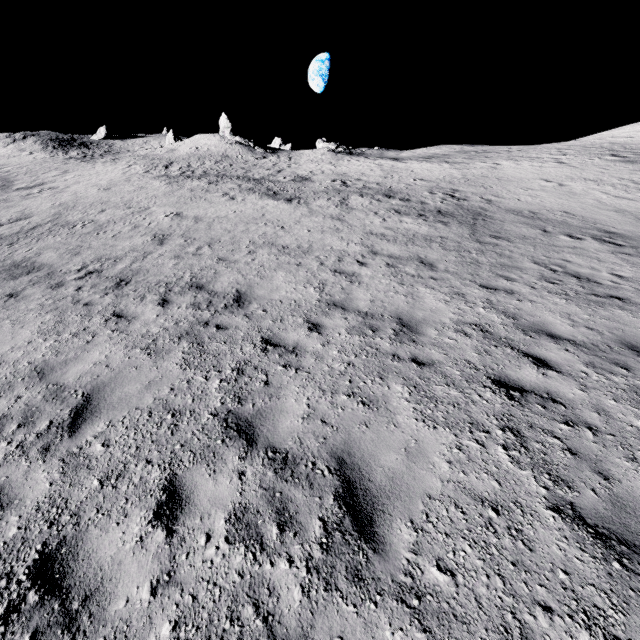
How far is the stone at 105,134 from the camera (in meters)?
58.81

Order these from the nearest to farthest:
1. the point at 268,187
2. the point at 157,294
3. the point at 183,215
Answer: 1. the point at 157,294
2. the point at 183,215
3. the point at 268,187

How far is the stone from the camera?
58.8 meters
